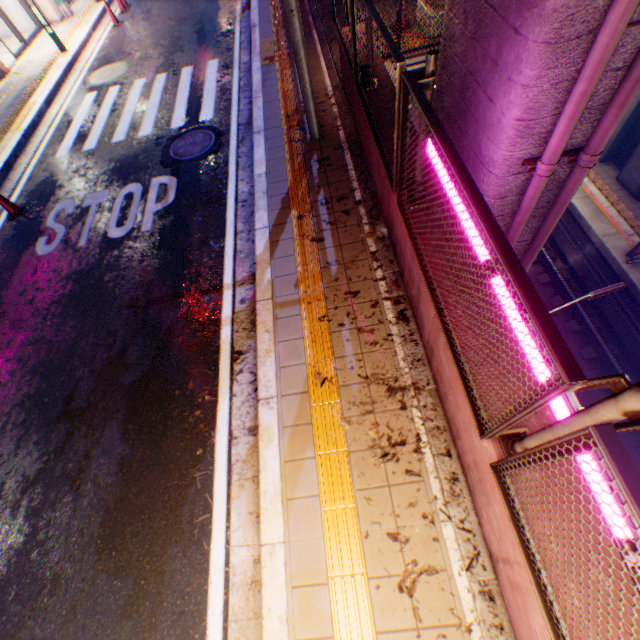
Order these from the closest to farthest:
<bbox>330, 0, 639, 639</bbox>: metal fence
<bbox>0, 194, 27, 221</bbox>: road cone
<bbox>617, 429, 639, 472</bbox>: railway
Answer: <bbox>330, 0, 639, 639</bbox>: metal fence < <bbox>0, 194, 27, 221</bbox>: road cone < <bbox>617, 429, 639, 472</bbox>: railway

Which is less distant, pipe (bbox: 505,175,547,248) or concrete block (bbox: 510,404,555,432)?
concrete block (bbox: 510,404,555,432)

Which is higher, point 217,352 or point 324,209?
point 324,209

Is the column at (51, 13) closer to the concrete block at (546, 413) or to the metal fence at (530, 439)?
the metal fence at (530, 439)

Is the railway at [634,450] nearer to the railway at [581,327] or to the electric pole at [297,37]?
the railway at [581,327]

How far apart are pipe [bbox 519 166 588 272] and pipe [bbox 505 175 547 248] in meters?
0.3

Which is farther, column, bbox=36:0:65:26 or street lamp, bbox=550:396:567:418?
column, bbox=36:0:65:26

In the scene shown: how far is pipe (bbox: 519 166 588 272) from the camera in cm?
443
